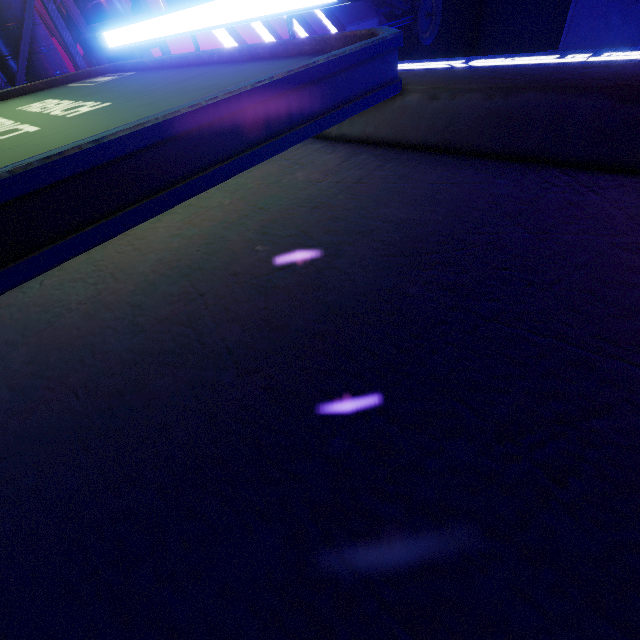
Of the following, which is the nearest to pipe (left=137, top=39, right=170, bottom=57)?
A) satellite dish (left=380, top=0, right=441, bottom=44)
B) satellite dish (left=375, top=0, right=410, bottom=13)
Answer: satellite dish (left=375, top=0, right=410, bottom=13)

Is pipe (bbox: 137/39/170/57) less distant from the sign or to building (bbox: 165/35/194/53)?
building (bbox: 165/35/194/53)

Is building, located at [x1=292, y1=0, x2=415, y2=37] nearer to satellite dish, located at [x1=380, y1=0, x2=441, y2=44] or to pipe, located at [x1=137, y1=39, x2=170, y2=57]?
pipe, located at [x1=137, y1=39, x2=170, y2=57]

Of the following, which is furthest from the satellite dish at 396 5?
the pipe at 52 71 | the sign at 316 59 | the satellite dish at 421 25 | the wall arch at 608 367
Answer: the sign at 316 59

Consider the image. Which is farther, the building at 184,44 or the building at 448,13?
the building at 184,44

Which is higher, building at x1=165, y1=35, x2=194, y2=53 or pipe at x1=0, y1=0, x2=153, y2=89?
building at x1=165, y1=35, x2=194, y2=53

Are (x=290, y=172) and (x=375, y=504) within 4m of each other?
yes

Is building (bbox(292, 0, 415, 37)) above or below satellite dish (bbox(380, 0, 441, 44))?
below
